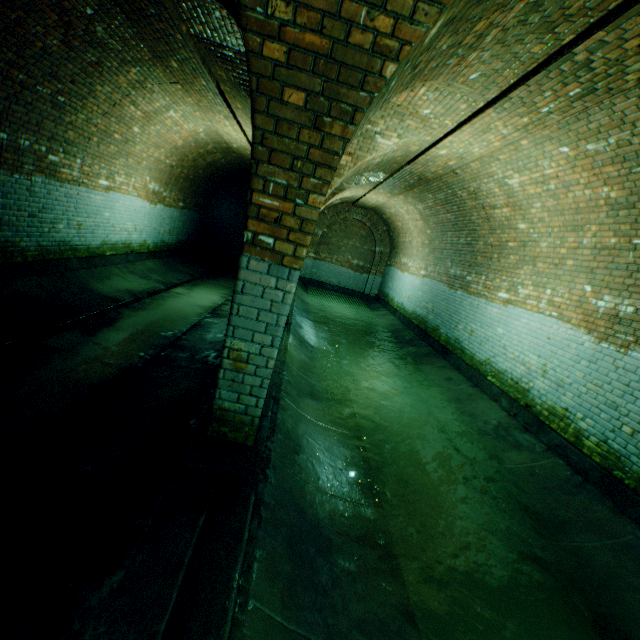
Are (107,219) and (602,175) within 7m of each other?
no
